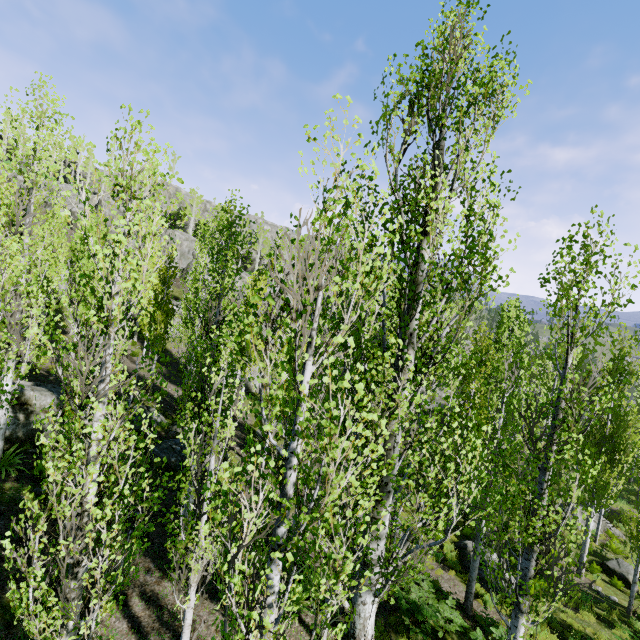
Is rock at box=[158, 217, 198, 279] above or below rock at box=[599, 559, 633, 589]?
above

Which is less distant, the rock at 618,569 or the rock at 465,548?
the rock at 465,548

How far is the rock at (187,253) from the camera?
43.09m

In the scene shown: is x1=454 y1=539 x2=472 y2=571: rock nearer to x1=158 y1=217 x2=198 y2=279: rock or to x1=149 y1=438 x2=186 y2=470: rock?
x1=149 y1=438 x2=186 y2=470: rock

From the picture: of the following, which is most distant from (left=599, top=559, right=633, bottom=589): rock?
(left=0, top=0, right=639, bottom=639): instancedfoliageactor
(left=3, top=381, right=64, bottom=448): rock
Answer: (left=3, top=381, right=64, bottom=448): rock

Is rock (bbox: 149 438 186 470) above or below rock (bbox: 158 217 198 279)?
below

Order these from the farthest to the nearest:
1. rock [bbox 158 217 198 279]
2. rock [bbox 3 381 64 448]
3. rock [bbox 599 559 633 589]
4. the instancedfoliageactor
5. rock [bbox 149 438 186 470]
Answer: rock [bbox 158 217 198 279] → rock [bbox 599 559 633 589] → rock [bbox 149 438 186 470] → rock [bbox 3 381 64 448] → the instancedfoliageactor

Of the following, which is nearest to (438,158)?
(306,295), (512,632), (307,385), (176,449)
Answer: (307,385)
